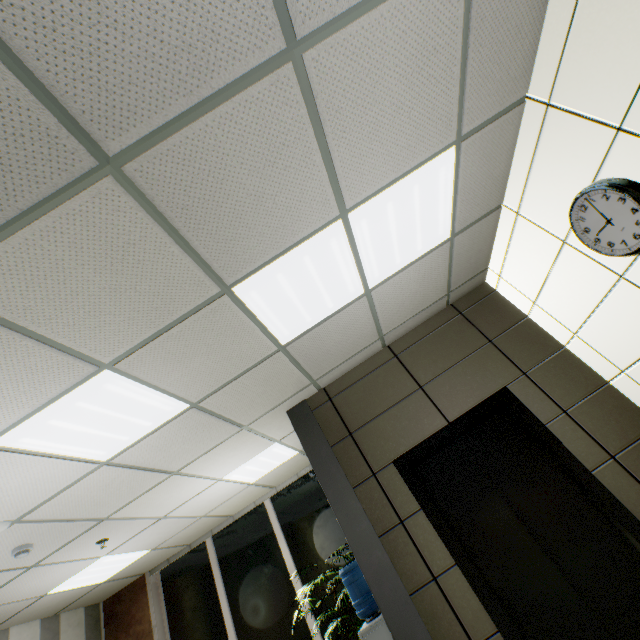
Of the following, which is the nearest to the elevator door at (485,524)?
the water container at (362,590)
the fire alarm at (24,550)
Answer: the water container at (362,590)

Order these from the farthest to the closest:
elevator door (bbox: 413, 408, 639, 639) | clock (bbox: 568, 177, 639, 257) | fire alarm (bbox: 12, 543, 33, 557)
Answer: fire alarm (bbox: 12, 543, 33, 557), elevator door (bbox: 413, 408, 639, 639), clock (bbox: 568, 177, 639, 257)

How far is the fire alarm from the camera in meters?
3.3

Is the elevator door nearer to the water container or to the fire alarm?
the water container

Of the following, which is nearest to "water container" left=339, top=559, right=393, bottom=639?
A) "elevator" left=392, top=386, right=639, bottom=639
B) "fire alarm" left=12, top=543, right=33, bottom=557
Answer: "elevator" left=392, top=386, right=639, bottom=639

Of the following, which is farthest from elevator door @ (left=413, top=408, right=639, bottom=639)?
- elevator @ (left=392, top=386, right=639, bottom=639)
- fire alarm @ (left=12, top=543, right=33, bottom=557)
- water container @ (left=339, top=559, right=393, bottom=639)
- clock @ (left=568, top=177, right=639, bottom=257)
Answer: fire alarm @ (left=12, top=543, right=33, bottom=557)

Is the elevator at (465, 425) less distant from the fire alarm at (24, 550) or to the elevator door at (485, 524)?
the elevator door at (485, 524)

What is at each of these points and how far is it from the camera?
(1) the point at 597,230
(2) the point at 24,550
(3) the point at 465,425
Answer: (1) clock, 2.4 meters
(2) fire alarm, 3.4 meters
(3) elevator, 3.4 meters
